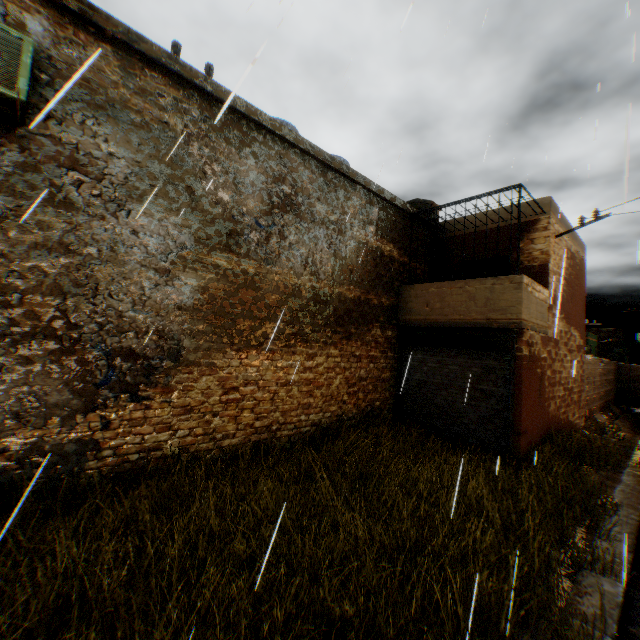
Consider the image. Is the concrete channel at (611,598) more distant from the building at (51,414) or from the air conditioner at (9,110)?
the air conditioner at (9,110)

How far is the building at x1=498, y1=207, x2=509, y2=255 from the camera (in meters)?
10.54

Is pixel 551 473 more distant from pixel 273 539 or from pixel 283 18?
pixel 283 18

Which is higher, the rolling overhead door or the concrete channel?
the rolling overhead door

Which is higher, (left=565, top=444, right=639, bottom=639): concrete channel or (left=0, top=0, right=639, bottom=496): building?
(left=0, top=0, right=639, bottom=496): building

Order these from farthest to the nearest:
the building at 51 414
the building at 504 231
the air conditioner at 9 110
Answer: the building at 504 231, the building at 51 414, the air conditioner at 9 110

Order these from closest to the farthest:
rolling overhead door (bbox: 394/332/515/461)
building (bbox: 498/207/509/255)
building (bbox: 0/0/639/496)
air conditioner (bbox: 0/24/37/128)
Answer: air conditioner (bbox: 0/24/37/128)
building (bbox: 0/0/639/496)
rolling overhead door (bbox: 394/332/515/461)
building (bbox: 498/207/509/255)

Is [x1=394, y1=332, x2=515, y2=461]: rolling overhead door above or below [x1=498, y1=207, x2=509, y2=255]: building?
below
